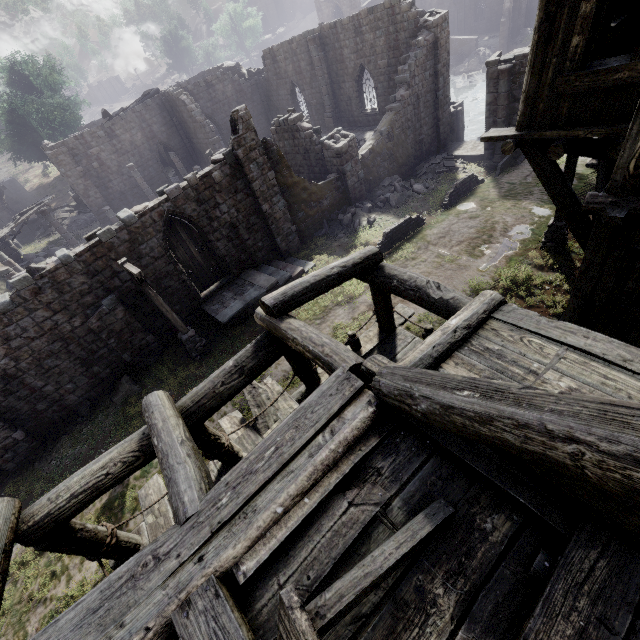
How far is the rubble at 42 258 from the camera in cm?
2130

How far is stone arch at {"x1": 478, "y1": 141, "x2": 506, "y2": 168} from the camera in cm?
1948

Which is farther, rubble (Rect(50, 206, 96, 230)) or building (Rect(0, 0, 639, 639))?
rubble (Rect(50, 206, 96, 230))

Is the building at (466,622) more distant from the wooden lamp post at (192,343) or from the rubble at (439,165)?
the wooden lamp post at (192,343)

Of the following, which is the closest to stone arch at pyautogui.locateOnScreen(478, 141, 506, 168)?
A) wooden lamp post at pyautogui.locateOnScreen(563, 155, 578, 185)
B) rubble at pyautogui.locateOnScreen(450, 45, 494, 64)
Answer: wooden lamp post at pyautogui.locateOnScreen(563, 155, 578, 185)

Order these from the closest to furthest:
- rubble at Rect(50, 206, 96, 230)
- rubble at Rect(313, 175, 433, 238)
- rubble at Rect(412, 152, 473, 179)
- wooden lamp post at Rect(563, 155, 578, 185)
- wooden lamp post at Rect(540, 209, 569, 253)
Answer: wooden lamp post at Rect(563, 155, 578, 185), wooden lamp post at Rect(540, 209, 569, 253), rubble at Rect(313, 175, 433, 238), rubble at Rect(412, 152, 473, 179), rubble at Rect(50, 206, 96, 230)

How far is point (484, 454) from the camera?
2.7m

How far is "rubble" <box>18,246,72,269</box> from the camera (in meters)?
21.30
